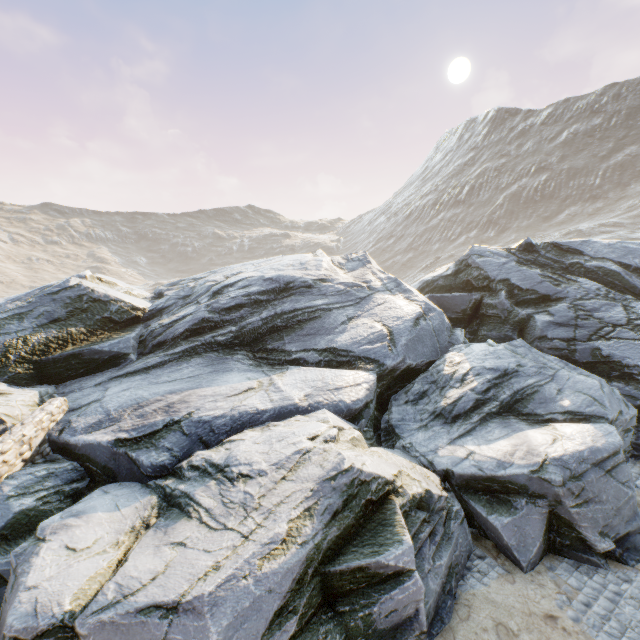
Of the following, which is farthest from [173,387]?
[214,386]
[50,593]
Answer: [50,593]
